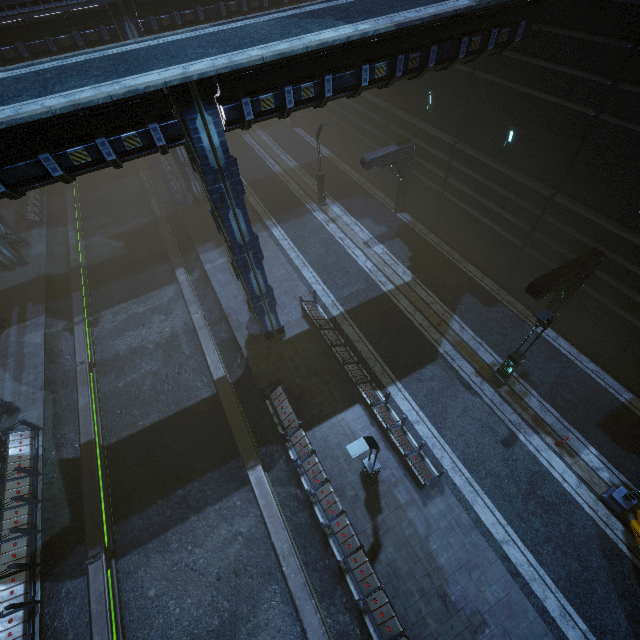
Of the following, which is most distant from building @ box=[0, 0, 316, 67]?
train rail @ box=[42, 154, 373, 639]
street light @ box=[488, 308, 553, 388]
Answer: street light @ box=[488, 308, 553, 388]

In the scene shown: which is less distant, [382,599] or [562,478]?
[382,599]

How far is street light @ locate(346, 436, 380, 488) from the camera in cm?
841

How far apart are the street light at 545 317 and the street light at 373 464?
6.7m

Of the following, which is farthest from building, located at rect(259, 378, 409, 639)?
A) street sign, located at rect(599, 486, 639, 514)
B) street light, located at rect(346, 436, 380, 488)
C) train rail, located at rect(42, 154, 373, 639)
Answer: street sign, located at rect(599, 486, 639, 514)

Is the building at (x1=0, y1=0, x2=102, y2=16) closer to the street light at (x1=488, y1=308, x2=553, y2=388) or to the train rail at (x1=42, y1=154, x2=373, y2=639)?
the train rail at (x1=42, y1=154, x2=373, y2=639)

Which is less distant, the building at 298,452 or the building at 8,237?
the building at 298,452

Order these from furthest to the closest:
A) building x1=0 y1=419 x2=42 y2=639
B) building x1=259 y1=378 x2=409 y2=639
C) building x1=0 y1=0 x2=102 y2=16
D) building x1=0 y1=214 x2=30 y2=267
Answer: building x1=0 y1=214 x2=30 y2=267 < building x1=0 y1=0 x2=102 y2=16 < building x1=0 y1=419 x2=42 y2=639 < building x1=259 y1=378 x2=409 y2=639
